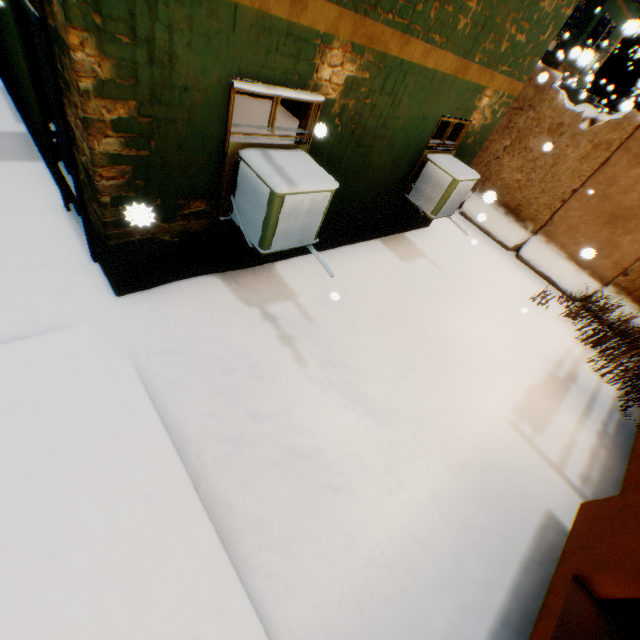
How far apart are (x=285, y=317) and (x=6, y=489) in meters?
3.0 m
